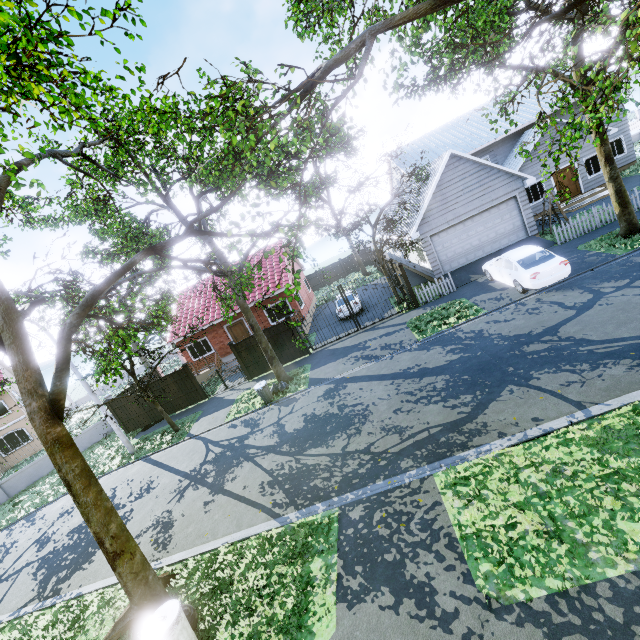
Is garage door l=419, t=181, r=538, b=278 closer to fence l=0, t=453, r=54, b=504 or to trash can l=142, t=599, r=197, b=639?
fence l=0, t=453, r=54, b=504

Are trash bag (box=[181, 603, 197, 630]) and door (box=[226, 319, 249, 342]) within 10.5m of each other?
no

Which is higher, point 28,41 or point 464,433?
point 28,41

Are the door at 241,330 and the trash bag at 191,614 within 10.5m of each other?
no

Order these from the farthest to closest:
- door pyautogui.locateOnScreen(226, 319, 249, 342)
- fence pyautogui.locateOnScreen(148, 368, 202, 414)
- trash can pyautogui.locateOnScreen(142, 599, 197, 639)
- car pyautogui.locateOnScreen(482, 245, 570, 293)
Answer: door pyautogui.locateOnScreen(226, 319, 249, 342)
fence pyautogui.locateOnScreen(148, 368, 202, 414)
car pyautogui.locateOnScreen(482, 245, 570, 293)
trash can pyautogui.locateOnScreen(142, 599, 197, 639)

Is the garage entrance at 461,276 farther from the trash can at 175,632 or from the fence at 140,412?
the trash can at 175,632

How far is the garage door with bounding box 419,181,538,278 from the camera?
17.7 meters

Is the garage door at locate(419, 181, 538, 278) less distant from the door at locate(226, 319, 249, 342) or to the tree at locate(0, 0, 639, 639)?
the tree at locate(0, 0, 639, 639)
